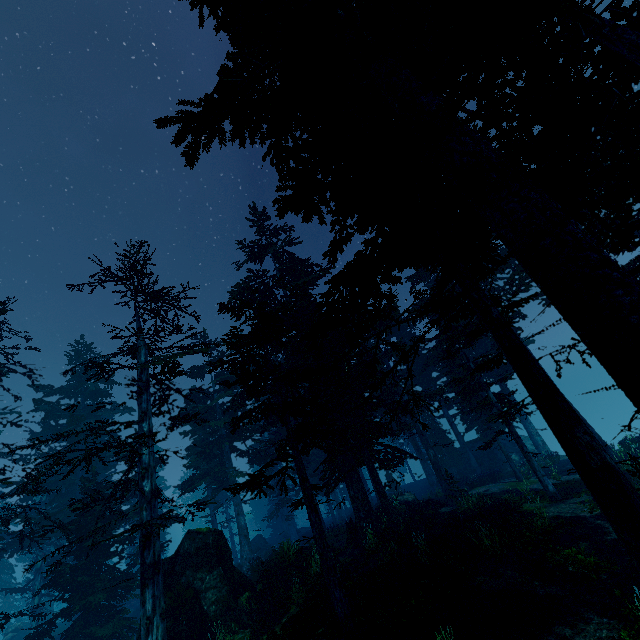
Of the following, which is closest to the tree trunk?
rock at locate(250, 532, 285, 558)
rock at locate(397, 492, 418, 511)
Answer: rock at locate(397, 492, 418, 511)

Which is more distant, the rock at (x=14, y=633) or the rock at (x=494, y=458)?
the rock at (x=14, y=633)

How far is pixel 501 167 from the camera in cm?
461

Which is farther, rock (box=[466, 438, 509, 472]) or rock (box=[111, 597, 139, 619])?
rock (box=[466, 438, 509, 472])

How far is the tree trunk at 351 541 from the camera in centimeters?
1839cm

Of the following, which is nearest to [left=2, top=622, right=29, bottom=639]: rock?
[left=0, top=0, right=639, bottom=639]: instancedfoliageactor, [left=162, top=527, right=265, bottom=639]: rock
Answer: [left=0, top=0, right=639, bottom=639]: instancedfoliageactor

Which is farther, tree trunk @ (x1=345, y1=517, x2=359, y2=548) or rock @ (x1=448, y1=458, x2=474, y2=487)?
rock @ (x1=448, y1=458, x2=474, y2=487)

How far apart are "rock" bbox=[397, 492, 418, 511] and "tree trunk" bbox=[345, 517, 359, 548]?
1.60m
